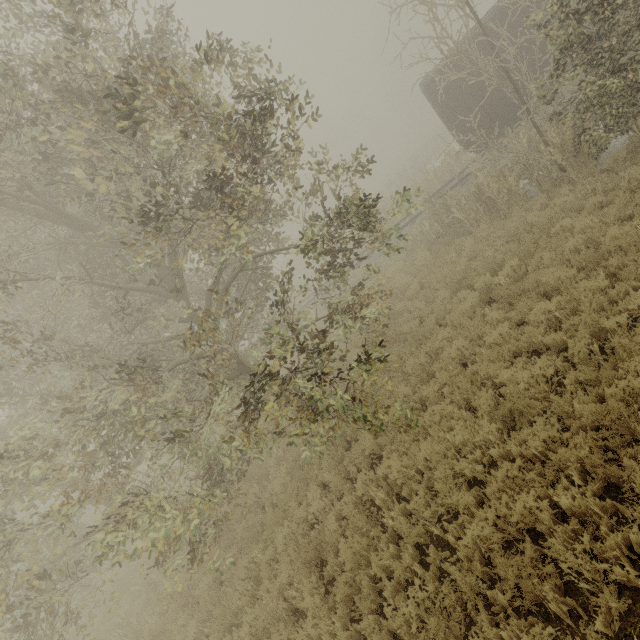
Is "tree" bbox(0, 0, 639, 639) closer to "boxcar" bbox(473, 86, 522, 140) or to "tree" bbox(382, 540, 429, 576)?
"tree" bbox(382, 540, 429, 576)

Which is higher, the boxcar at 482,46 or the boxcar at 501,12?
the boxcar at 501,12

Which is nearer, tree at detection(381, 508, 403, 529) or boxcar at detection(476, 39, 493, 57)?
tree at detection(381, 508, 403, 529)

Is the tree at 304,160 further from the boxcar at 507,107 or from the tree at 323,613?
the boxcar at 507,107

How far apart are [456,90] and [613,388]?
14.52m

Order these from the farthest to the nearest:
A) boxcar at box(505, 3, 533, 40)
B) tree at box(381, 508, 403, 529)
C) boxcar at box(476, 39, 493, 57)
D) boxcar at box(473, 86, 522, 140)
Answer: boxcar at box(473, 86, 522, 140) → boxcar at box(476, 39, 493, 57) → boxcar at box(505, 3, 533, 40) → tree at box(381, 508, 403, 529)

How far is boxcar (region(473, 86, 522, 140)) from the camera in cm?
1378
